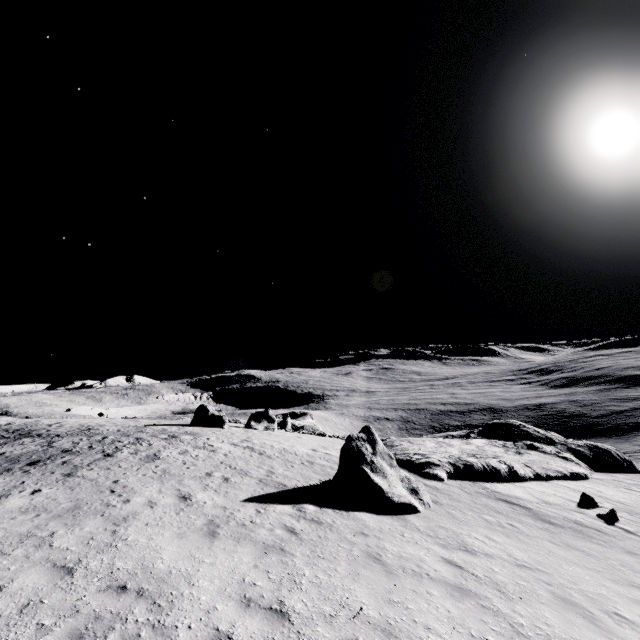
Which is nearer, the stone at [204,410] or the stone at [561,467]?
the stone at [561,467]

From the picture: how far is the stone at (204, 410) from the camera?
28.8 meters

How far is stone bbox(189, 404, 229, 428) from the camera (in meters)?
28.80

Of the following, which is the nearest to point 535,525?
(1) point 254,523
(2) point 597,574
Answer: → (2) point 597,574

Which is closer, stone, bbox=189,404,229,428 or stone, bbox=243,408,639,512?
stone, bbox=243,408,639,512
